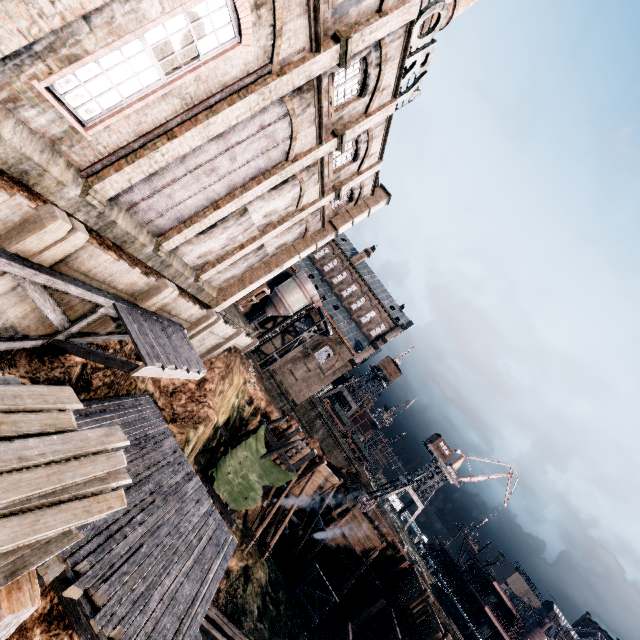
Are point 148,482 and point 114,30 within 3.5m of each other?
no

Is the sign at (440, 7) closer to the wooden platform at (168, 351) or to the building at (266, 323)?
the wooden platform at (168, 351)

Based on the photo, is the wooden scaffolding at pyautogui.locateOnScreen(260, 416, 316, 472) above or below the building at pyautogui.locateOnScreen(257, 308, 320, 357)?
below

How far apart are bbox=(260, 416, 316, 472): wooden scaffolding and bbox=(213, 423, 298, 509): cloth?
0.0m

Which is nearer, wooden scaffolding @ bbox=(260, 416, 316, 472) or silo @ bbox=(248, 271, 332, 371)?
wooden scaffolding @ bbox=(260, 416, 316, 472)

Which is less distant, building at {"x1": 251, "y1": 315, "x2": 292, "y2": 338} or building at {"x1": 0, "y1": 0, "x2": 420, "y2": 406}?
building at {"x1": 0, "y1": 0, "x2": 420, "y2": 406}

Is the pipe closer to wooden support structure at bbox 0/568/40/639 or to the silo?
the silo

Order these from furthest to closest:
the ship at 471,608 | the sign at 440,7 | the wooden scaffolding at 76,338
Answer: the ship at 471,608 < the sign at 440,7 < the wooden scaffolding at 76,338
